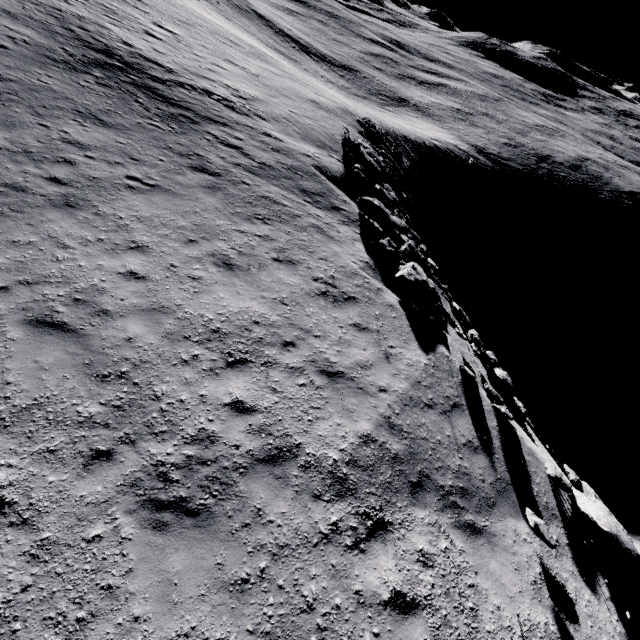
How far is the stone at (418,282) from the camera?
11.54m

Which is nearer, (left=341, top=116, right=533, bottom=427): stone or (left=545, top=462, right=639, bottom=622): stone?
(left=545, top=462, right=639, bottom=622): stone

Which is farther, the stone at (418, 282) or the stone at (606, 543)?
the stone at (418, 282)

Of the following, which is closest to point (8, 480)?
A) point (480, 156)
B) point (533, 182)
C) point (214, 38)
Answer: point (214, 38)

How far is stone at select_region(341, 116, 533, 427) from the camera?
11.54m
